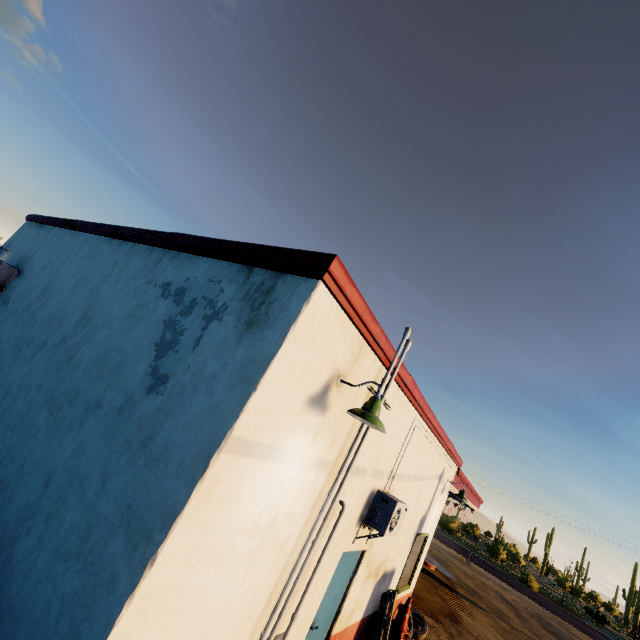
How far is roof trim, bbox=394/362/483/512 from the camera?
5.1 meters

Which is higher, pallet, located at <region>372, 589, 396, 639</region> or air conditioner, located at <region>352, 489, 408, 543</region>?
air conditioner, located at <region>352, 489, 408, 543</region>

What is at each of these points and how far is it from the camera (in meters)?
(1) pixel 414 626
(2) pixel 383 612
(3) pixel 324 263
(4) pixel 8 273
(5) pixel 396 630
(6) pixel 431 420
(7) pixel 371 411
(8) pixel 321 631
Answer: (1) tire, 9.32
(2) pallet, 7.46
(3) roof trim, 3.02
(4) air conditioner, 7.86
(5) traffic cone, 8.01
(6) roof trim, 6.85
(7) street light, 3.29
(8) door, 5.26

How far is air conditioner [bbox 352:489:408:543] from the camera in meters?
5.1 m

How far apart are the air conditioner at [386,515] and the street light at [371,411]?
2.5m

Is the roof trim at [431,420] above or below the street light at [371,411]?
above

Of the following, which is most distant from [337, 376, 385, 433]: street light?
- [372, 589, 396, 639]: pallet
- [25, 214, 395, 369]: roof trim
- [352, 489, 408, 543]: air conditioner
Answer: [372, 589, 396, 639]: pallet

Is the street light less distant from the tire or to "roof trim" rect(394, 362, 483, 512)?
"roof trim" rect(394, 362, 483, 512)
